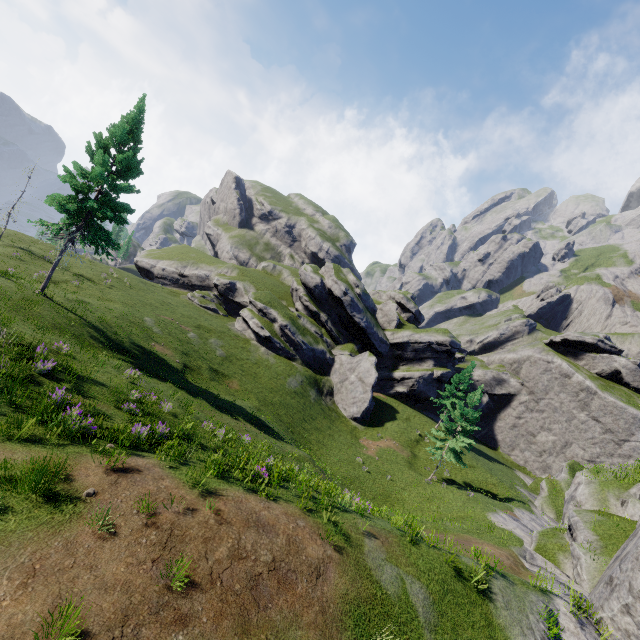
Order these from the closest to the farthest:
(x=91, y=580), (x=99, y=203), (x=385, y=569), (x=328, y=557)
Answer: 1. (x=91, y=580)
2. (x=328, y=557)
3. (x=385, y=569)
4. (x=99, y=203)

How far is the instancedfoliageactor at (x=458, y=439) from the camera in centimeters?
3064cm

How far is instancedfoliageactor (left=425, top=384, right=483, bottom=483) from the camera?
30.6 meters
